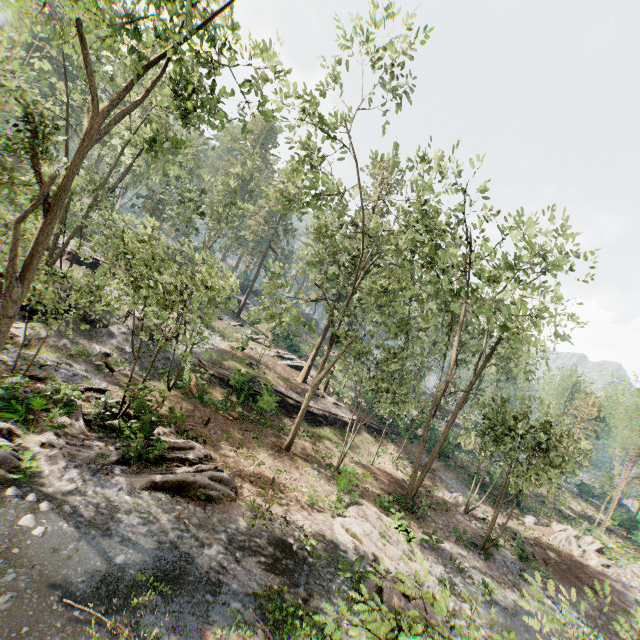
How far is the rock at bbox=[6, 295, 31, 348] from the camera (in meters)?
17.46

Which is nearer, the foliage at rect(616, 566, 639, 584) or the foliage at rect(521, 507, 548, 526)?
the foliage at rect(616, 566, 639, 584)

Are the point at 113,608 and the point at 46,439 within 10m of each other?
yes

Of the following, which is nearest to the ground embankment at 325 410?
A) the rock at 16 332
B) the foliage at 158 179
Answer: the foliage at 158 179

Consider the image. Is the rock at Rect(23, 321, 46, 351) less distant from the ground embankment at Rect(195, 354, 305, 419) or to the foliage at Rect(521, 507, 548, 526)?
the foliage at Rect(521, 507, 548, 526)

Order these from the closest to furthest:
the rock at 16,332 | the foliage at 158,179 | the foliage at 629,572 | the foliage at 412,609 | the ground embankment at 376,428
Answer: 1. the foliage at 412,609
2. the foliage at 158,179
3. the rock at 16,332
4. the foliage at 629,572
5. the ground embankment at 376,428
